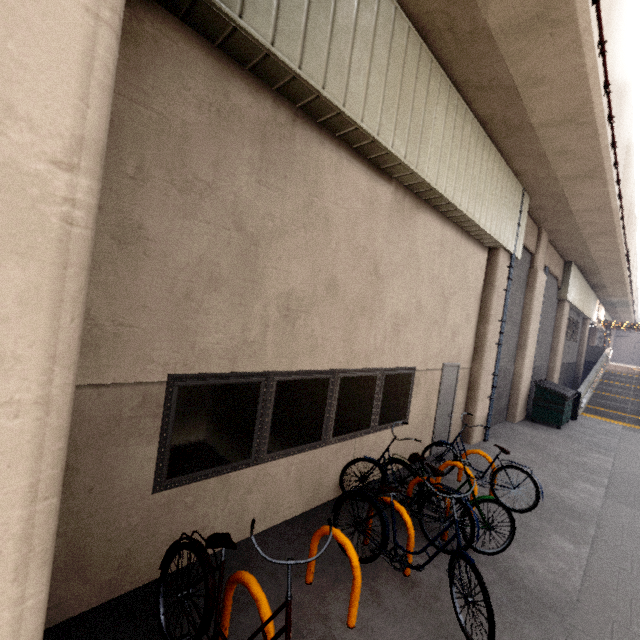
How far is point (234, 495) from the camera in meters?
3.7

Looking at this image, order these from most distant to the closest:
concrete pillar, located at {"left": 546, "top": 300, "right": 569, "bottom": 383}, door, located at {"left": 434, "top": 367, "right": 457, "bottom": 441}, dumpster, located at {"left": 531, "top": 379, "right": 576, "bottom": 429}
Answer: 1. concrete pillar, located at {"left": 546, "top": 300, "right": 569, "bottom": 383}
2. dumpster, located at {"left": 531, "top": 379, "right": 576, "bottom": 429}
3. door, located at {"left": 434, "top": 367, "right": 457, "bottom": 441}

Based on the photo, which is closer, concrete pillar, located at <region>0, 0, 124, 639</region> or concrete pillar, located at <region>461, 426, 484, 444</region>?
concrete pillar, located at <region>0, 0, 124, 639</region>

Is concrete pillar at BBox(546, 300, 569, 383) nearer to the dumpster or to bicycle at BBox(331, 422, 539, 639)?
the dumpster

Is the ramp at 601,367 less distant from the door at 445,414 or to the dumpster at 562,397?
the dumpster at 562,397

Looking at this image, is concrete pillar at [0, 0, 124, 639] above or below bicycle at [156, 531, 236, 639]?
above

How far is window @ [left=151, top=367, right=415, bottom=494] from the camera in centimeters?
318cm

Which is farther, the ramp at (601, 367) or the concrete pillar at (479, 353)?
the ramp at (601, 367)
